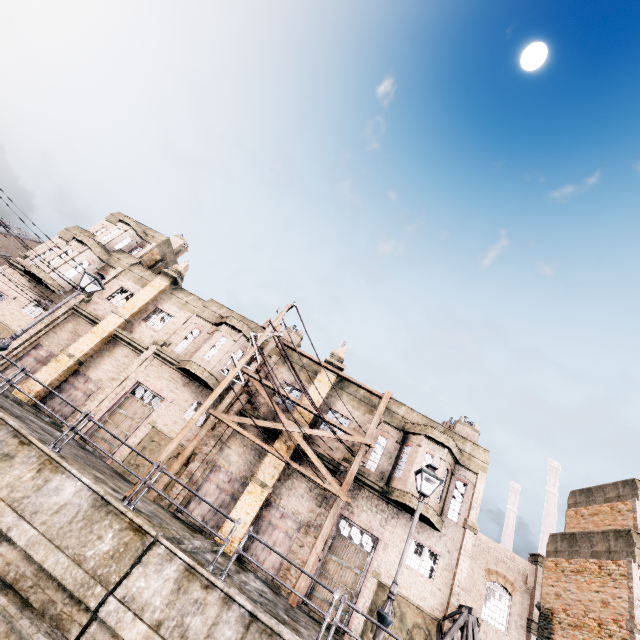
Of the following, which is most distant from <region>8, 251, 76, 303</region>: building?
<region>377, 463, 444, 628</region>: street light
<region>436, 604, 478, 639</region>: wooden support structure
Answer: <region>377, 463, 444, 628</region>: street light

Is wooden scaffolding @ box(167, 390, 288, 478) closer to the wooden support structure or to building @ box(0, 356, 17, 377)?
building @ box(0, 356, 17, 377)

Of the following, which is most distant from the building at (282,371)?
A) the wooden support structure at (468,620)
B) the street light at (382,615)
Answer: the street light at (382,615)

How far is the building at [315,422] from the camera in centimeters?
2068cm

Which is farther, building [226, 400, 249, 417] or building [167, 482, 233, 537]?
building [226, 400, 249, 417]

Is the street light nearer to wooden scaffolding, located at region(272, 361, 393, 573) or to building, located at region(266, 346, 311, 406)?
wooden scaffolding, located at region(272, 361, 393, 573)

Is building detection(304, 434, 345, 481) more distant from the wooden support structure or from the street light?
the street light

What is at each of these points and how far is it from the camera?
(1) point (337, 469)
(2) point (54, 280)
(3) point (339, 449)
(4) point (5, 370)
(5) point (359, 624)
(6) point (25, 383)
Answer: (1) building, 19.3m
(2) building, 24.3m
(3) building, 20.2m
(4) building, 21.1m
(5) building, 15.6m
(6) building, 20.0m
